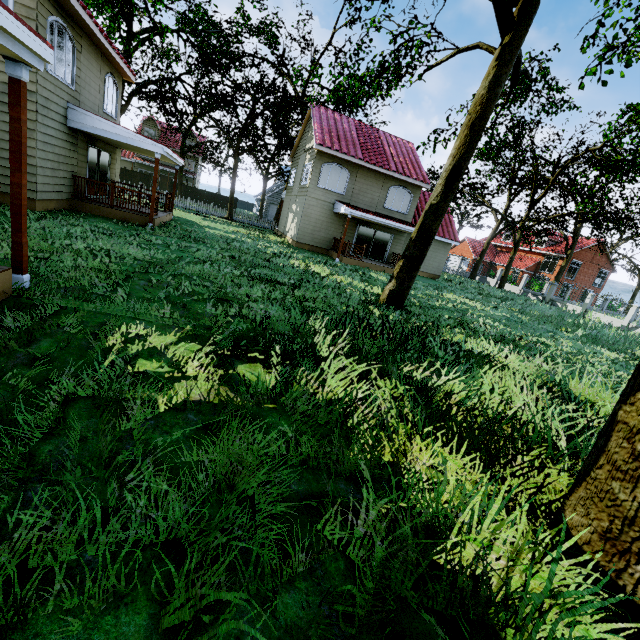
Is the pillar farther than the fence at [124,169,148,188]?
No

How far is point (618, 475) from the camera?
2.2m

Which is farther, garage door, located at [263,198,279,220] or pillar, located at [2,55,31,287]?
garage door, located at [263,198,279,220]

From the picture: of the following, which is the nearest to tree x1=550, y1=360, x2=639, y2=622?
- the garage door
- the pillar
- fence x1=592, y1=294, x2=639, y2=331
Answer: fence x1=592, y1=294, x2=639, y2=331

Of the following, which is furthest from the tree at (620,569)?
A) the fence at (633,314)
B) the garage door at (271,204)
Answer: the garage door at (271,204)

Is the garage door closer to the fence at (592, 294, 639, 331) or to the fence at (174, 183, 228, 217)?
the fence at (174, 183, 228, 217)

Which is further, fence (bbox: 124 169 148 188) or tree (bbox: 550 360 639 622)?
fence (bbox: 124 169 148 188)

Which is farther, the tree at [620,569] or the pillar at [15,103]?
the pillar at [15,103]
